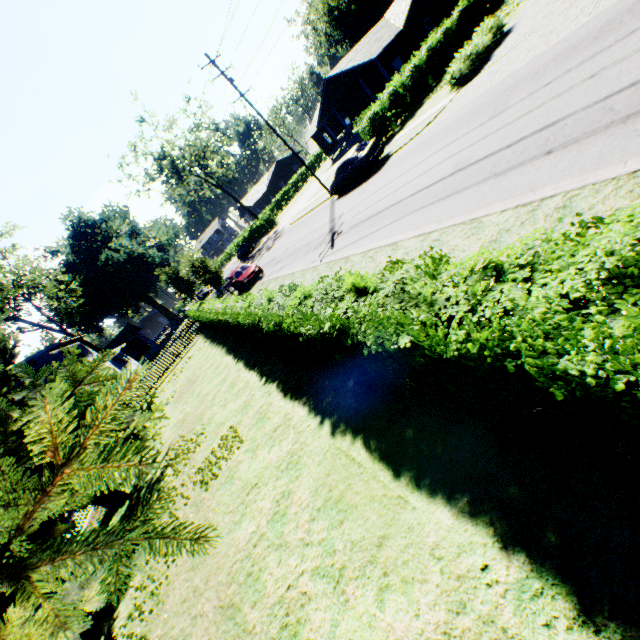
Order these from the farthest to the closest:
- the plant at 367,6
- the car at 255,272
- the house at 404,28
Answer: the plant at 367,6 < the house at 404,28 < the car at 255,272

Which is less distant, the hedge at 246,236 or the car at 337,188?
the car at 337,188

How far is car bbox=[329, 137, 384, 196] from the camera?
18.7m

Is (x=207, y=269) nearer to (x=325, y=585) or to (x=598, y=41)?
(x=598, y=41)

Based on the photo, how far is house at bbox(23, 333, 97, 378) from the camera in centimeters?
2636cm

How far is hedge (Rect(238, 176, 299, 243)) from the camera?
46.0 meters

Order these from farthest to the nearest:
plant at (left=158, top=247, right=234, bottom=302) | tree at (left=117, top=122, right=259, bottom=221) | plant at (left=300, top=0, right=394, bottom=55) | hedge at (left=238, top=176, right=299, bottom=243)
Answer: plant at (left=300, top=0, right=394, bottom=55), hedge at (left=238, top=176, right=299, bottom=243), tree at (left=117, top=122, right=259, bottom=221), plant at (left=158, top=247, right=234, bottom=302)

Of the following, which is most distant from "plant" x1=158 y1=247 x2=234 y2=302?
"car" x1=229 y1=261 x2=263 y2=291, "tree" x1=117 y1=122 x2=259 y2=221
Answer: "tree" x1=117 y1=122 x2=259 y2=221
